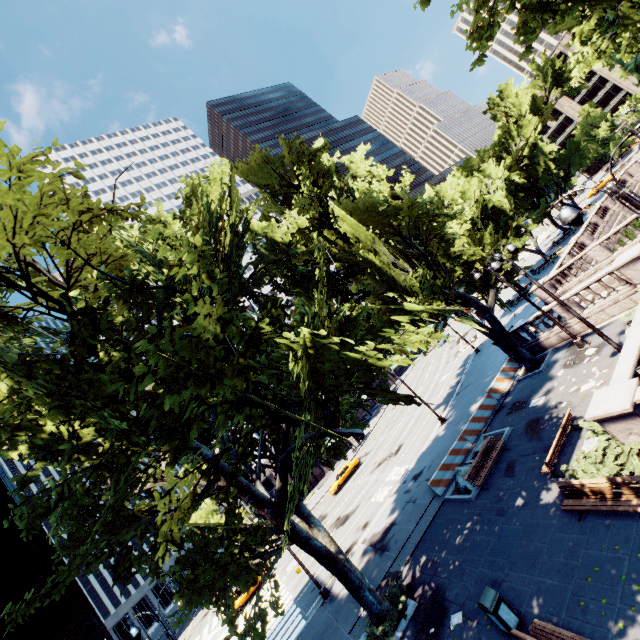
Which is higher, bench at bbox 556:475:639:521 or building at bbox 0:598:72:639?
building at bbox 0:598:72:639

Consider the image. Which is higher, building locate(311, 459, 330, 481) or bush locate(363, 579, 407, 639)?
building locate(311, 459, 330, 481)

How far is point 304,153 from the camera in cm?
2291

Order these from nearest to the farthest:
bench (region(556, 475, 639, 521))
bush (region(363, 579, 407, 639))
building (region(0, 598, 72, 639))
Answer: bench (region(556, 475, 639, 521)) → bush (region(363, 579, 407, 639)) → building (region(0, 598, 72, 639))

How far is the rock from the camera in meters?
16.2

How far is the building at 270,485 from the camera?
52.2m

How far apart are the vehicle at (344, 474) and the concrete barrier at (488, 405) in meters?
23.1

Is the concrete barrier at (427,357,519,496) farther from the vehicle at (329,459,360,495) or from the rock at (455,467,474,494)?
the vehicle at (329,459,360,495)
